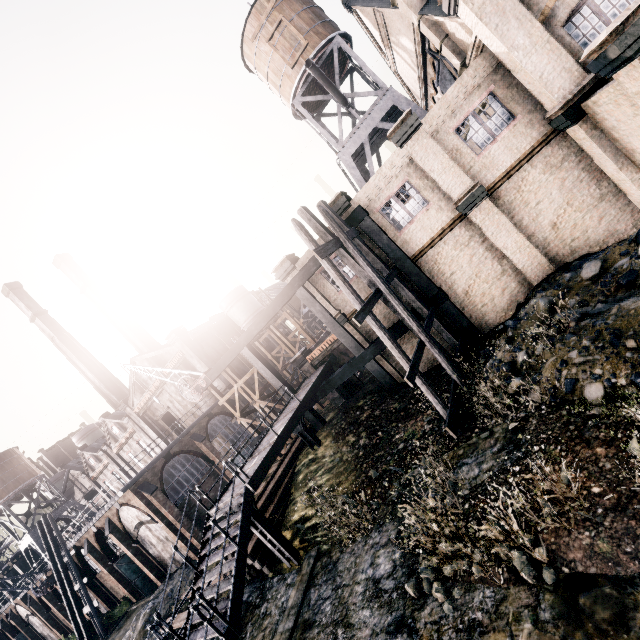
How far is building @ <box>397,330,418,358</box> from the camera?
18.5m

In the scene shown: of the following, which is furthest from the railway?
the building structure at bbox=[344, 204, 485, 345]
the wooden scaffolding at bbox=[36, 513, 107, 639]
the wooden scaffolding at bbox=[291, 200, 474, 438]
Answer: the wooden scaffolding at bbox=[291, 200, 474, 438]

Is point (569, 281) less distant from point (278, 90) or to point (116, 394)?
point (278, 90)

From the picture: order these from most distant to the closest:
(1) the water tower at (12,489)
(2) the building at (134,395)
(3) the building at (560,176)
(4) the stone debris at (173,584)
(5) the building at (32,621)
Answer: (1) the water tower at (12,489)
(5) the building at (32,621)
(2) the building at (134,395)
(4) the stone debris at (173,584)
(3) the building at (560,176)

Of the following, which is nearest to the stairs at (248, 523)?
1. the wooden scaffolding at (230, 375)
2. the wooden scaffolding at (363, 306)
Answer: the wooden scaffolding at (230, 375)

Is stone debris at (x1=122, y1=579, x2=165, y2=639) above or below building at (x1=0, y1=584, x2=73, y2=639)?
below

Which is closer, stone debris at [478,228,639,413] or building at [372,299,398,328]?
stone debris at [478,228,639,413]
